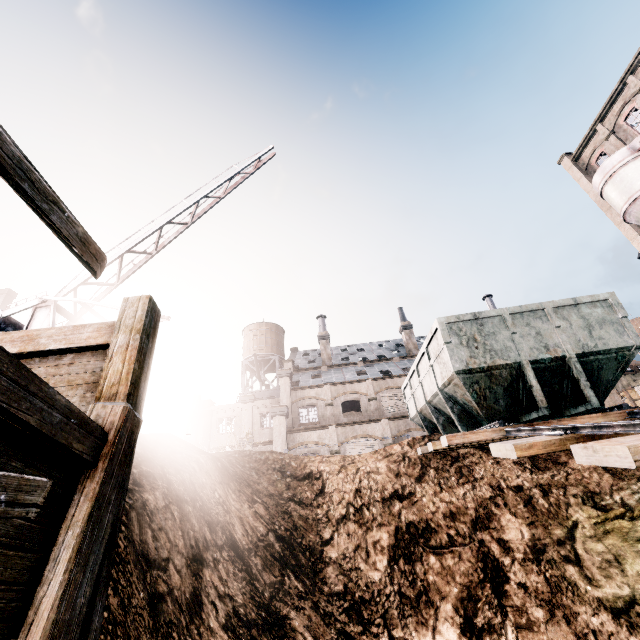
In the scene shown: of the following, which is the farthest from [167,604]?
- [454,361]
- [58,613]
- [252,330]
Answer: [252,330]

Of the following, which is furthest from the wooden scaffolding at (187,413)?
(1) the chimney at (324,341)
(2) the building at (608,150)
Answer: (2) the building at (608,150)

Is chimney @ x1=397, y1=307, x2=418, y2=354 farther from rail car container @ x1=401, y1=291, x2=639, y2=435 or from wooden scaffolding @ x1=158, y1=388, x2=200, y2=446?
wooden scaffolding @ x1=158, y1=388, x2=200, y2=446

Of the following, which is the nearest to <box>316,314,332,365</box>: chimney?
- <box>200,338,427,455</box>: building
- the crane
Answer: <box>200,338,427,455</box>: building

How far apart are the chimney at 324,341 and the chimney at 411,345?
9.5 meters

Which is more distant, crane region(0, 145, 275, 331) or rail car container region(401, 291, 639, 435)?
Answer: crane region(0, 145, 275, 331)

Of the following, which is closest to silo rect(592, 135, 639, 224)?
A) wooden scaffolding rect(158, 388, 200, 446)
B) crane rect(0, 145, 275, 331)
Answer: crane rect(0, 145, 275, 331)

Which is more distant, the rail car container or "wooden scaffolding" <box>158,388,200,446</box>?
"wooden scaffolding" <box>158,388,200,446</box>
